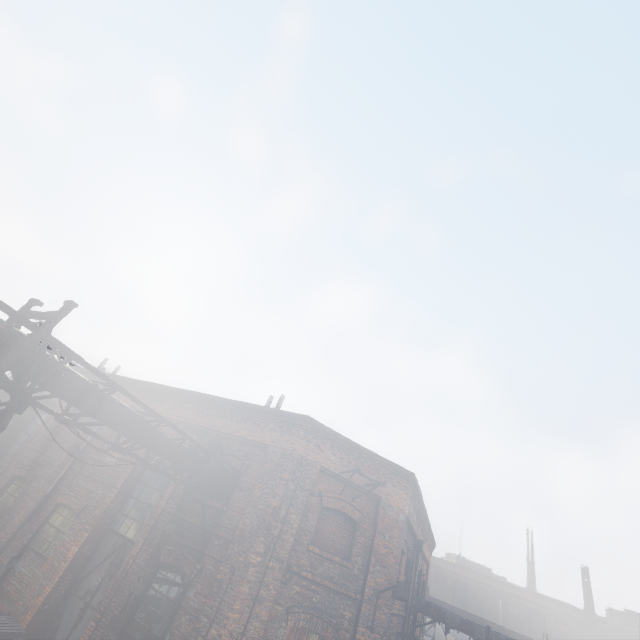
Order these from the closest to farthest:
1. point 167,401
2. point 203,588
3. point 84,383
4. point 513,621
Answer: point 84,383
point 203,588
point 167,401
point 513,621

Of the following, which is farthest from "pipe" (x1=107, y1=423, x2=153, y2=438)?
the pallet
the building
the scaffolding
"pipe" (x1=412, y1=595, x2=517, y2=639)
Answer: the building

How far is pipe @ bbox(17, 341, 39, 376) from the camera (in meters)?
5.22

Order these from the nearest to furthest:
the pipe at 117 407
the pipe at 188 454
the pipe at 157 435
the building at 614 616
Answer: the pipe at 117 407 < the pipe at 157 435 < the pipe at 188 454 < the building at 614 616

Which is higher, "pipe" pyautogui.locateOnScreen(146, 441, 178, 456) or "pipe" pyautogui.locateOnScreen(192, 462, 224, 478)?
"pipe" pyautogui.locateOnScreen(192, 462, 224, 478)

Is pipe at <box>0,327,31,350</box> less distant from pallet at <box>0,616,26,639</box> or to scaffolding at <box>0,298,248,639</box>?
scaffolding at <box>0,298,248,639</box>

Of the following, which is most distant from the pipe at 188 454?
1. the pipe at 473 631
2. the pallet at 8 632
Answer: the pipe at 473 631
